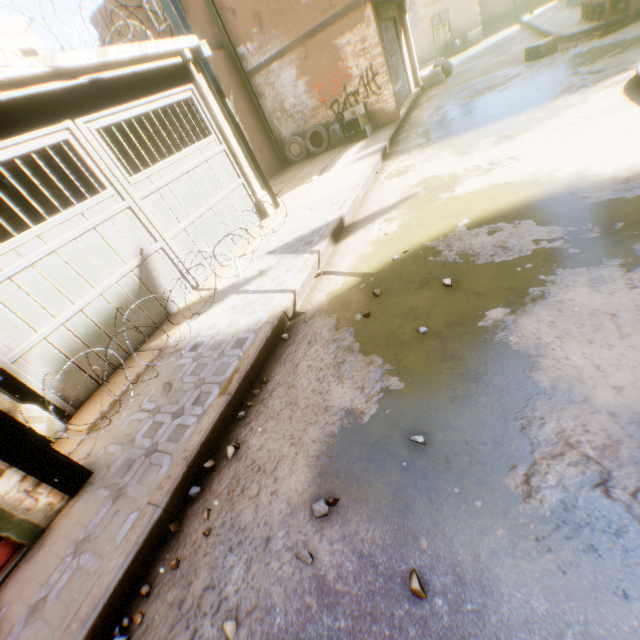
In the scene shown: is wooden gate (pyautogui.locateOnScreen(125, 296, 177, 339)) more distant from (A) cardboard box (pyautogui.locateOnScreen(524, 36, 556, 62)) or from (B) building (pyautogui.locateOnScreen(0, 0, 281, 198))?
(A) cardboard box (pyautogui.locateOnScreen(524, 36, 556, 62))

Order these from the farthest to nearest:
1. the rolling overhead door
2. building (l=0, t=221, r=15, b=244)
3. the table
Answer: the rolling overhead door
the table
building (l=0, t=221, r=15, b=244)

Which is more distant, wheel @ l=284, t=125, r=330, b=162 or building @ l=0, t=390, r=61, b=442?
wheel @ l=284, t=125, r=330, b=162

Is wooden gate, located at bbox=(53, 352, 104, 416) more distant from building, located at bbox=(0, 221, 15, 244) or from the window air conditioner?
the window air conditioner

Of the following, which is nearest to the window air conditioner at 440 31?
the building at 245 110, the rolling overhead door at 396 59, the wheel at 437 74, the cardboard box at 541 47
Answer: the building at 245 110

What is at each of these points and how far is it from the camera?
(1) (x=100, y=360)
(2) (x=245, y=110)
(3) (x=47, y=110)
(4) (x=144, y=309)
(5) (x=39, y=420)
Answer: (1) wooden gate, 4.68m
(2) building, 11.66m
(3) wooden beam, 4.33m
(4) wooden gate, 5.32m
(5) building, 3.87m

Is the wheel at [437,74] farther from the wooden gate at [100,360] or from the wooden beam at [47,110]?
the wooden gate at [100,360]

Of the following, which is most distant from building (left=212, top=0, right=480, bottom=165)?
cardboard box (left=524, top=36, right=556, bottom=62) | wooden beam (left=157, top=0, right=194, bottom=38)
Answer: cardboard box (left=524, top=36, right=556, bottom=62)
